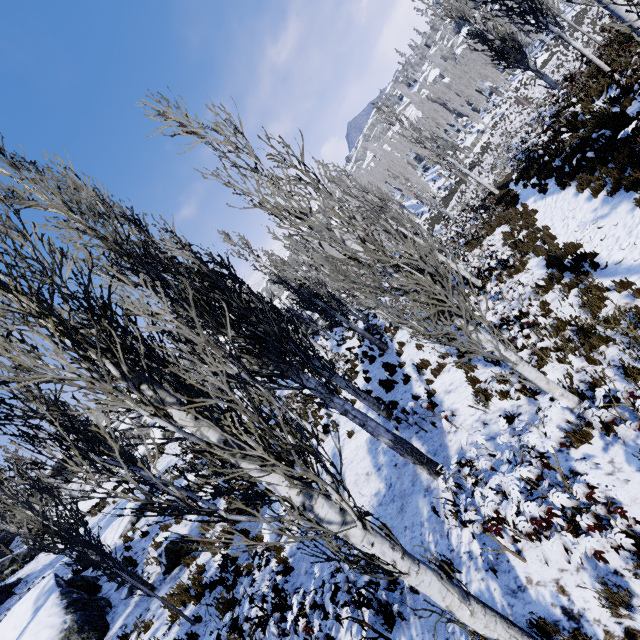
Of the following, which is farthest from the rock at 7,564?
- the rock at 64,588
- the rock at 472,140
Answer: the rock at 472,140

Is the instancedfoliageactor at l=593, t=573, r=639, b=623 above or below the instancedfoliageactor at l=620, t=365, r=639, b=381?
above

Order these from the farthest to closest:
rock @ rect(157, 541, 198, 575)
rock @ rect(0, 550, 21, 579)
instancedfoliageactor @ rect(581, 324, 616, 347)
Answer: rock @ rect(0, 550, 21, 579) → rock @ rect(157, 541, 198, 575) → instancedfoliageactor @ rect(581, 324, 616, 347)

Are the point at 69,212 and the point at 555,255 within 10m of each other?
no

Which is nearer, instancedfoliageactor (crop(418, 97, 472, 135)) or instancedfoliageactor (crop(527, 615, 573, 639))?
instancedfoliageactor (crop(527, 615, 573, 639))

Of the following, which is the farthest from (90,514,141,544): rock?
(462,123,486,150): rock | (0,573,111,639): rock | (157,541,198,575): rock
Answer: (462,123,486,150): rock

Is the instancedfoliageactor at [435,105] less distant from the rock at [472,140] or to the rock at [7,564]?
the rock at [472,140]
